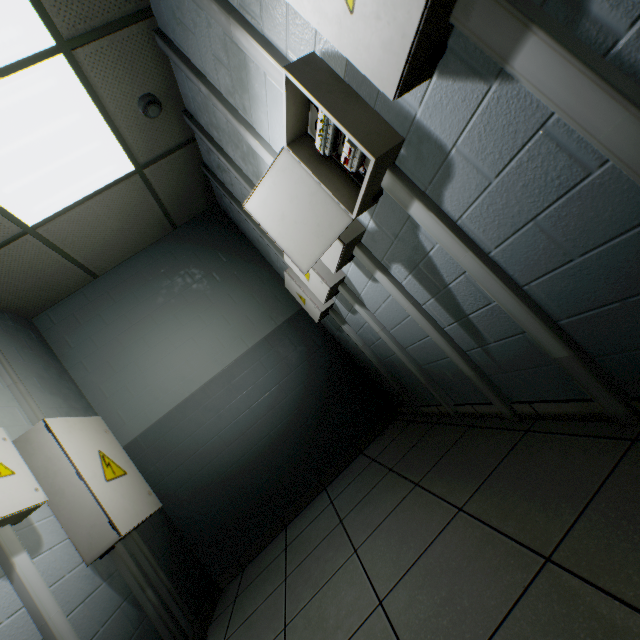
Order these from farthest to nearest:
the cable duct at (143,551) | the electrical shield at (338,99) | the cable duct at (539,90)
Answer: the cable duct at (143,551) → the electrical shield at (338,99) → the cable duct at (539,90)

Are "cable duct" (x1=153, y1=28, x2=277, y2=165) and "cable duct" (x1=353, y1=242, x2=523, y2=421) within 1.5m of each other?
yes

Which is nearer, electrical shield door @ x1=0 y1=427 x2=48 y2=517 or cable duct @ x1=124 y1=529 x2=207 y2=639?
electrical shield door @ x1=0 y1=427 x2=48 y2=517

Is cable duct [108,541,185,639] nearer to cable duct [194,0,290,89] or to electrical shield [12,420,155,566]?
electrical shield [12,420,155,566]

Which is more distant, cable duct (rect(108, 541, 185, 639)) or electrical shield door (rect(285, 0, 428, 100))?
cable duct (rect(108, 541, 185, 639))

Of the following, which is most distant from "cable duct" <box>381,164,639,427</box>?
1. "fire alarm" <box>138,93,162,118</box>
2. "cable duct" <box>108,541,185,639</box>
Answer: "cable duct" <box>108,541,185,639</box>

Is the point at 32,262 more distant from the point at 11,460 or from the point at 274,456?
the point at 274,456

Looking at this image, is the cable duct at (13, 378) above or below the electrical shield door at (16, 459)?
above
